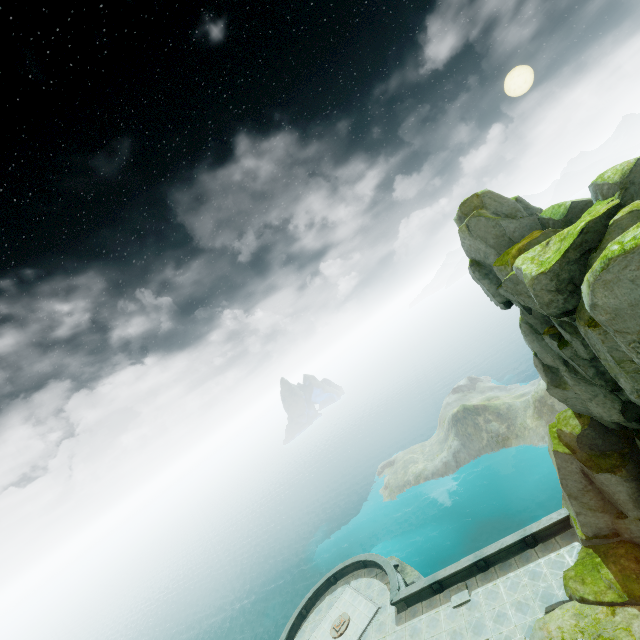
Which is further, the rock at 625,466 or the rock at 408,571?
the rock at 408,571

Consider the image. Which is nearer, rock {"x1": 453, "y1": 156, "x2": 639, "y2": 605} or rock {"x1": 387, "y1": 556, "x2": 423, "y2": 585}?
rock {"x1": 453, "y1": 156, "x2": 639, "y2": 605}

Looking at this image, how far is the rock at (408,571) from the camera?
36.1m

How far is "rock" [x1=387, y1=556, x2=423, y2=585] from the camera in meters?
36.1

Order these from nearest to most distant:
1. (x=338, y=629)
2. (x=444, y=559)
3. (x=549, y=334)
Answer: (x=549, y=334) → (x=338, y=629) → (x=444, y=559)

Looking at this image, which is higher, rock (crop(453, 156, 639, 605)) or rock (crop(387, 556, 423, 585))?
rock (crop(453, 156, 639, 605))
